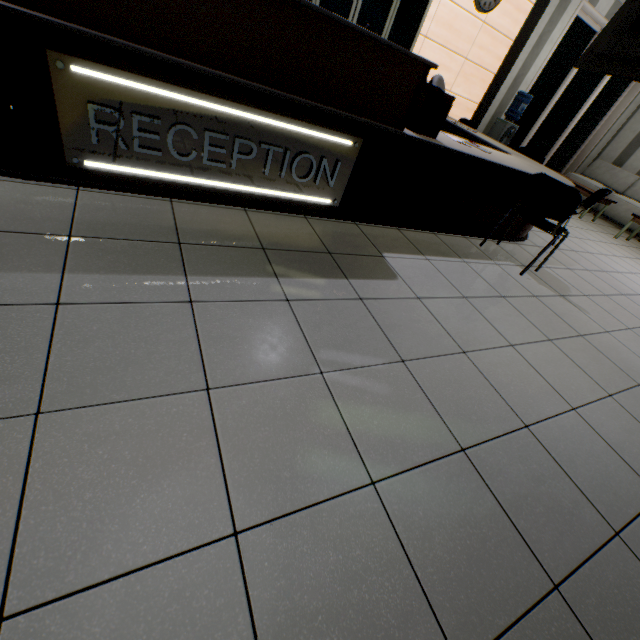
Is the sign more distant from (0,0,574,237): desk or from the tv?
the tv

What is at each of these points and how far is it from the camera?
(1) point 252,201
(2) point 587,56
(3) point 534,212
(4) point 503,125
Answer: (1) desk, 2.4m
(2) tv, 4.6m
(3) chair, 3.0m
(4) water container, 6.5m

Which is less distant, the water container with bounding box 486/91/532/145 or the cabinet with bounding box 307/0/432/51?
the cabinet with bounding box 307/0/432/51

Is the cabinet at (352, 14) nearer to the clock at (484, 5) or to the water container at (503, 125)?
the clock at (484, 5)

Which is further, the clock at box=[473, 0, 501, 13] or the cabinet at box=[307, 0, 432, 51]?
the clock at box=[473, 0, 501, 13]

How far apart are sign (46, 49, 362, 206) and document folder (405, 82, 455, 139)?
0.57m

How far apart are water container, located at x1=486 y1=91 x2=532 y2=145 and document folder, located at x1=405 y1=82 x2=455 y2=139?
5.16m

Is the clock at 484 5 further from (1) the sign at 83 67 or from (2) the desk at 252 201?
(1) the sign at 83 67
